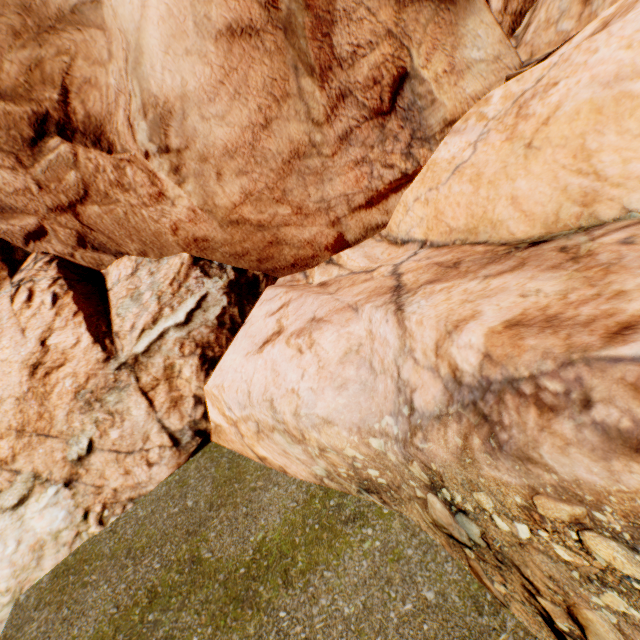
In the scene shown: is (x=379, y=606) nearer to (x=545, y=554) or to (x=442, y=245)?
(x=545, y=554)
